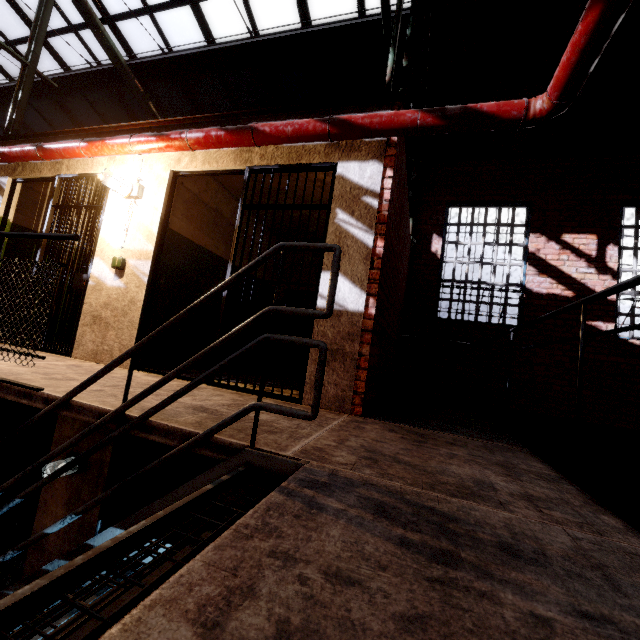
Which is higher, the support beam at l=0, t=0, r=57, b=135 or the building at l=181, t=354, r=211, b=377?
the support beam at l=0, t=0, r=57, b=135

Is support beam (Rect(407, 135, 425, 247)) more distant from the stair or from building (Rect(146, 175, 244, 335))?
the stair

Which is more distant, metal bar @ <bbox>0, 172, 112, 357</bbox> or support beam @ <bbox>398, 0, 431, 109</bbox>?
metal bar @ <bbox>0, 172, 112, 357</bbox>

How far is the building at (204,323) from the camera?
4.09m

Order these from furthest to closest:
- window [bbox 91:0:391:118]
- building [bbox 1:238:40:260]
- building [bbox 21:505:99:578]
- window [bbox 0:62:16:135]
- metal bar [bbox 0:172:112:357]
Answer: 1. window [bbox 0:62:16:135]
2. window [bbox 91:0:391:118]
3. building [bbox 1:238:40:260]
4. metal bar [bbox 0:172:112:357]
5. building [bbox 21:505:99:578]

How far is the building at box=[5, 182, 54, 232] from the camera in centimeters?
499cm

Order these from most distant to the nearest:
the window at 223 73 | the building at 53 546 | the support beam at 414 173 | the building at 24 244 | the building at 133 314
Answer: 1. the support beam at 414 173
2. the window at 223 73
3. the building at 24 244
4. the building at 53 546
5. the building at 133 314

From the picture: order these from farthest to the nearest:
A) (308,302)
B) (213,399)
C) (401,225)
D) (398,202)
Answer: (401,225) → (398,202) → (308,302) → (213,399)
